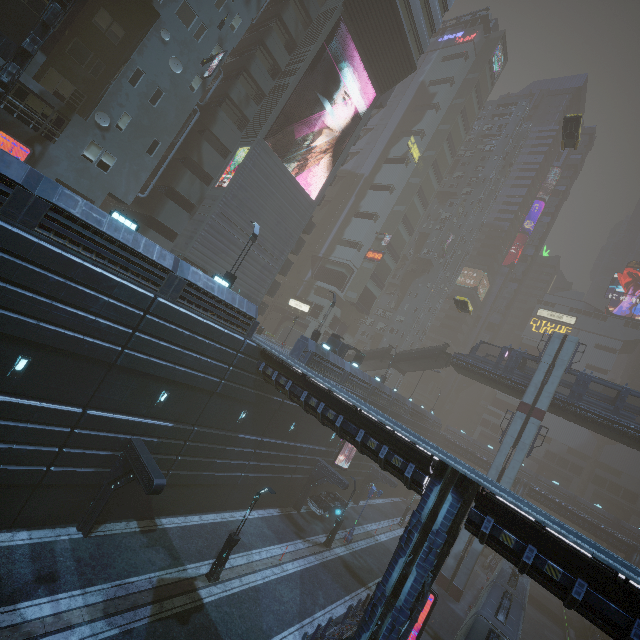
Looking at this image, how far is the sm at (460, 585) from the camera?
29.00m

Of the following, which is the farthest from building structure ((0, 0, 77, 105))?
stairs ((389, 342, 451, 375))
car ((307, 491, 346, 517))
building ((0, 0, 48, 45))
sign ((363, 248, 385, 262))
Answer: sign ((363, 248, 385, 262))

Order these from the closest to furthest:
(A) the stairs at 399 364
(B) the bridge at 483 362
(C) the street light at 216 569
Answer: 1. (C) the street light at 216 569
2. (B) the bridge at 483 362
3. (A) the stairs at 399 364

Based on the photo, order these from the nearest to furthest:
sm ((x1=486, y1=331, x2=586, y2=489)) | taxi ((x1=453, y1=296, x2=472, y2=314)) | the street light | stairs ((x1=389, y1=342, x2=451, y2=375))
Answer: the street light
sm ((x1=486, y1=331, x2=586, y2=489))
taxi ((x1=453, y1=296, x2=472, y2=314))
stairs ((x1=389, y1=342, x2=451, y2=375))

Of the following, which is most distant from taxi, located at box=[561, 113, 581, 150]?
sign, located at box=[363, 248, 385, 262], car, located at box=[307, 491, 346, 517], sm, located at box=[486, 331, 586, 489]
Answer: car, located at box=[307, 491, 346, 517]

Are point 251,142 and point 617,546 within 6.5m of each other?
no

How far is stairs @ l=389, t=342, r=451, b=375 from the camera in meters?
39.7 m

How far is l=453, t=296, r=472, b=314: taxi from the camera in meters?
37.0 m
